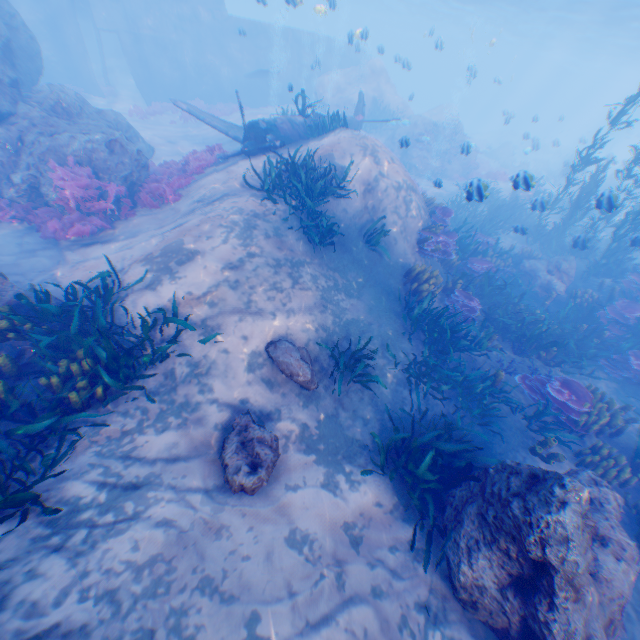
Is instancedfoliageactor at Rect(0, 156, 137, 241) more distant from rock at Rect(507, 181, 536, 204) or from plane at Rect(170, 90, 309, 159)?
plane at Rect(170, 90, 309, 159)

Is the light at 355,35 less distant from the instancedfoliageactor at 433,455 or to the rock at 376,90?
the rock at 376,90

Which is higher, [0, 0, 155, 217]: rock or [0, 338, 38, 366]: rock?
[0, 0, 155, 217]: rock

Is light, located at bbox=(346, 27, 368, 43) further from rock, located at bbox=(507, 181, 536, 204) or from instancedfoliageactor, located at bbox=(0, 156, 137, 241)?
instancedfoliageactor, located at bbox=(0, 156, 137, 241)

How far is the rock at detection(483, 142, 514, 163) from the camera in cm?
3525

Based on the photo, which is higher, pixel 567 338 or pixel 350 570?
pixel 567 338

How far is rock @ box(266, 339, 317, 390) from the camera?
6.5 meters

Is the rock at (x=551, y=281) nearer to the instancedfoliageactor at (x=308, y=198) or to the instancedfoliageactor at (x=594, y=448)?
the instancedfoliageactor at (x=308, y=198)
